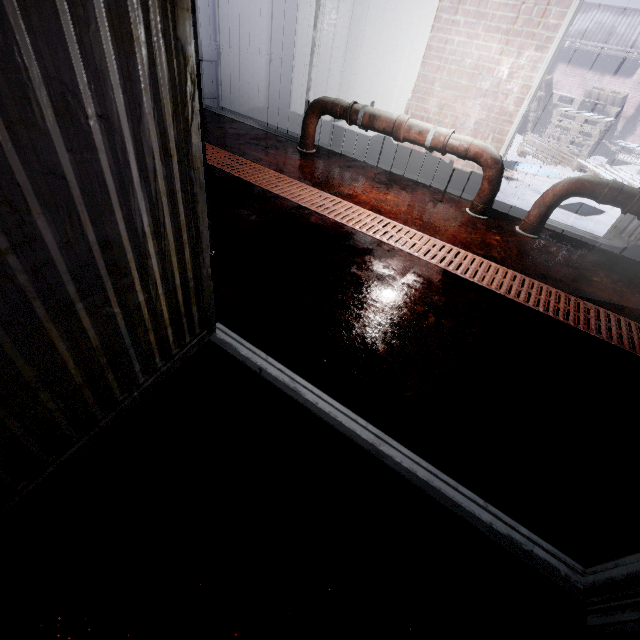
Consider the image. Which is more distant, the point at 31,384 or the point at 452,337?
the point at 452,337

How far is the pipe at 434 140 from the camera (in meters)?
2.78

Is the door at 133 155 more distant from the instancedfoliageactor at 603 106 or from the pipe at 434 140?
the instancedfoliageactor at 603 106

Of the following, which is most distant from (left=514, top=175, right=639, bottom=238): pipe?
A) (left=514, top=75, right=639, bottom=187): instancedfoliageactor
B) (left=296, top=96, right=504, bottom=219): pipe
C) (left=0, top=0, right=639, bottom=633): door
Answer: (left=0, top=0, right=639, bottom=633): door

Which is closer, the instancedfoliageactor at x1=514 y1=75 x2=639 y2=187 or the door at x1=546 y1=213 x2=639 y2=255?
the door at x1=546 y1=213 x2=639 y2=255

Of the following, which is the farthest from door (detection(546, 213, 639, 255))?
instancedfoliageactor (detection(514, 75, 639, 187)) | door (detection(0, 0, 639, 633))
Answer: door (detection(0, 0, 639, 633))

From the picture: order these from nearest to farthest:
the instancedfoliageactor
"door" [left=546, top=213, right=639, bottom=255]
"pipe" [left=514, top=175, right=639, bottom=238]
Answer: "pipe" [left=514, top=175, right=639, bottom=238] < "door" [left=546, top=213, right=639, bottom=255] < the instancedfoliageactor

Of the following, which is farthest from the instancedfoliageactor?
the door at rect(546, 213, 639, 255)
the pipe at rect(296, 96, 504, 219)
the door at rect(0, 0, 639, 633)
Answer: the door at rect(0, 0, 639, 633)
